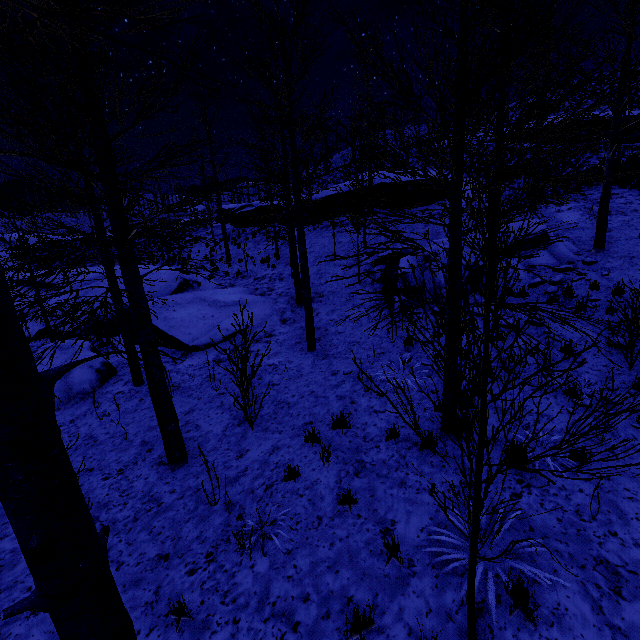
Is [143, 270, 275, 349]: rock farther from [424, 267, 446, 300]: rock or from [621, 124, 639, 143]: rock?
[621, 124, 639, 143]: rock

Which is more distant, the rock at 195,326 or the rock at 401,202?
the rock at 401,202

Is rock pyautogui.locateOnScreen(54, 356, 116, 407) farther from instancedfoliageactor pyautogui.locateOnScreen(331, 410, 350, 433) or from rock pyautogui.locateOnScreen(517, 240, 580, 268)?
instancedfoliageactor pyautogui.locateOnScreen(331, 410, 350, 433)

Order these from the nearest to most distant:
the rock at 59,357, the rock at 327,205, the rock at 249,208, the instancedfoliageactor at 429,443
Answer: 1. the instancedfoliageactor at 429,443
2. the rock at 59,357
3. the rock at 327,205
4. the rock at 249,208

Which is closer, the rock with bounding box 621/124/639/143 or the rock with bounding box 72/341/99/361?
the rock with bounding box 72/341/99/361

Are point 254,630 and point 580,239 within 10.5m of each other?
no

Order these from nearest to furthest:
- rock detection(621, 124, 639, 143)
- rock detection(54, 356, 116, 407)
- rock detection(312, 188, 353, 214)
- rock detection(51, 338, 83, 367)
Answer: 1. rock detection(54, 356, 116, 407)
2. rock detection(51, 338, 83, 367)
3. rock detection(621, 124, 639, 143)
4. rock detection(312, 188, 353, 214)

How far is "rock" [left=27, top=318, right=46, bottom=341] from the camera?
14.9 meters
